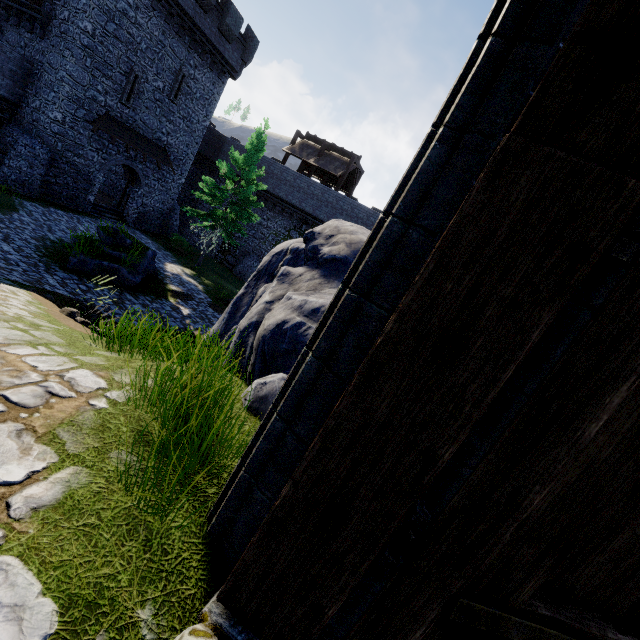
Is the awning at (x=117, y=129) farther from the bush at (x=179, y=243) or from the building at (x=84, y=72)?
the bush at (x=179, y=243)

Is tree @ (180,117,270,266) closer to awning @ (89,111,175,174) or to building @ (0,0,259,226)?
awning @ (89,111,175,174)

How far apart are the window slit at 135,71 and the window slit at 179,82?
1.8 meters

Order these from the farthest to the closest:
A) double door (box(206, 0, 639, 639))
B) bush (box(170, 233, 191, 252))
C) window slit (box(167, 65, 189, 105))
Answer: bush (box(170, 233, 191, 252))
window slit (box(167, 65, 189, 105))
double door (box(206, 0, 639, 639))

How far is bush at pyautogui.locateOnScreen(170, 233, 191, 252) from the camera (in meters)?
24.27

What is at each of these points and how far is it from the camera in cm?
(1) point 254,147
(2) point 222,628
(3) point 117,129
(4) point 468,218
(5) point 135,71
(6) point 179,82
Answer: (1) tree, 2064
(2) stairs, 136
(3) awning, 2067
(4) double door, 106
(5) window slit, 1998
(6) window slit, 2244

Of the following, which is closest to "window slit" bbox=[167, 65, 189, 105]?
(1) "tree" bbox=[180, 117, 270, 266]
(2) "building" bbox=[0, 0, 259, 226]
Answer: (2) "building" bbox=[0, 0, 259, 226]

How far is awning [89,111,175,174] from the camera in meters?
19.8
